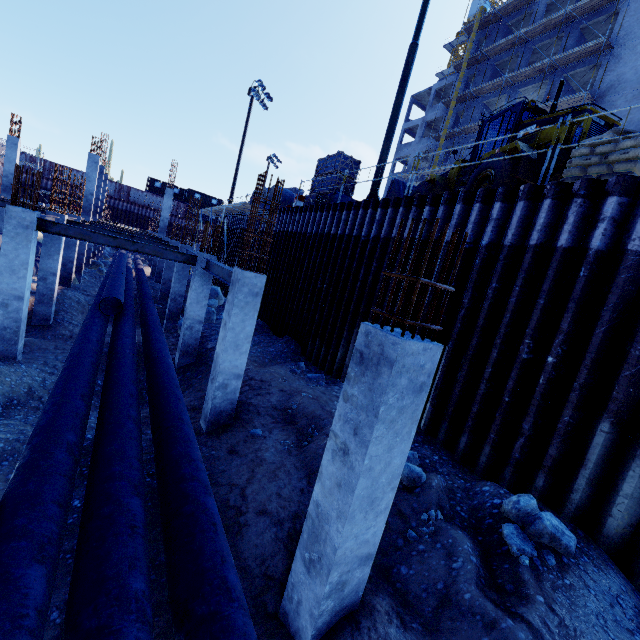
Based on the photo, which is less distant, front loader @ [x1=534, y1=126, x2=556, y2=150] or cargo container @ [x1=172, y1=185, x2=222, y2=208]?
front loader @ [x1=534, y1=126, x2=556, y2=150]

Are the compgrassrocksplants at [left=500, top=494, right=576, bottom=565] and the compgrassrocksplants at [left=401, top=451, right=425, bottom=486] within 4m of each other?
yes

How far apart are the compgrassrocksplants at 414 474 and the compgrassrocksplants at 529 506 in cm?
113

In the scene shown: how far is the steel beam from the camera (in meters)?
8.63

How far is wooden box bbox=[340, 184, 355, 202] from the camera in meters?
14.9 m

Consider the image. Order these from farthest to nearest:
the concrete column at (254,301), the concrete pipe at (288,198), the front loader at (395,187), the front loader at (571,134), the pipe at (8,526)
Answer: the concrete pipe at (288,198) < the front loader at (395,187) < the front loader at (571,134) < the concrete column at (254,301) < the pipe at (8,526)

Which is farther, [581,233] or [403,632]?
[581,233]

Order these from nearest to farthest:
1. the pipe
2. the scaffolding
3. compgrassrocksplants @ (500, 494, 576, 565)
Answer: Result:
1. the pipe
2. compgrassrocksplants @ (500, 494, 576, 565)
3. the scaffolding
